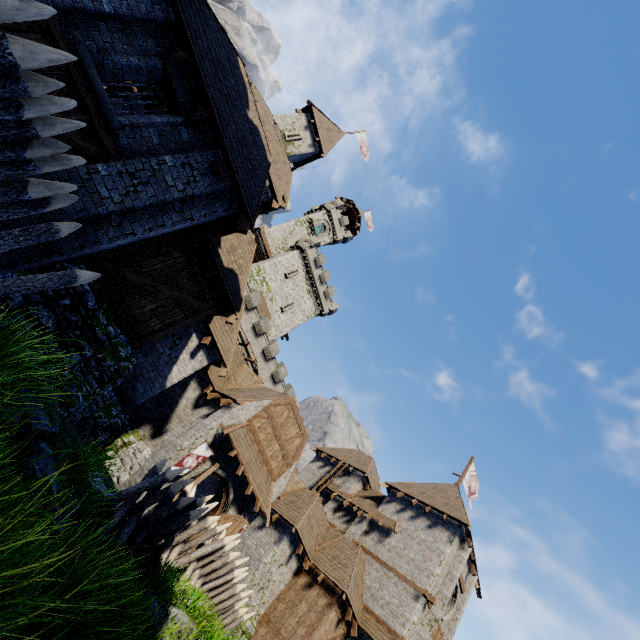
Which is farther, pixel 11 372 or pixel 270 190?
pixel 270 190

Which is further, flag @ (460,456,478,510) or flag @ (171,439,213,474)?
flag @ (460,456,478,510)

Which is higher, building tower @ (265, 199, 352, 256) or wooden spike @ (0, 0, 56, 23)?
building tower @ (265, 199, 352, 256)

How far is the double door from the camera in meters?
14.9

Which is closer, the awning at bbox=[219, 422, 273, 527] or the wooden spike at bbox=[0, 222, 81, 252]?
the wooden spike at bbox=[0, 222, 81, 252]

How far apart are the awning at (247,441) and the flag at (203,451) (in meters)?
0.79

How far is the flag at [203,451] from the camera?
14.4m

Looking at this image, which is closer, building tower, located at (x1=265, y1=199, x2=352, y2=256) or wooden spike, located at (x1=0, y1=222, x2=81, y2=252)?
wooden spike, located at (x1=0, y1=222, x2=81, y2=252)
